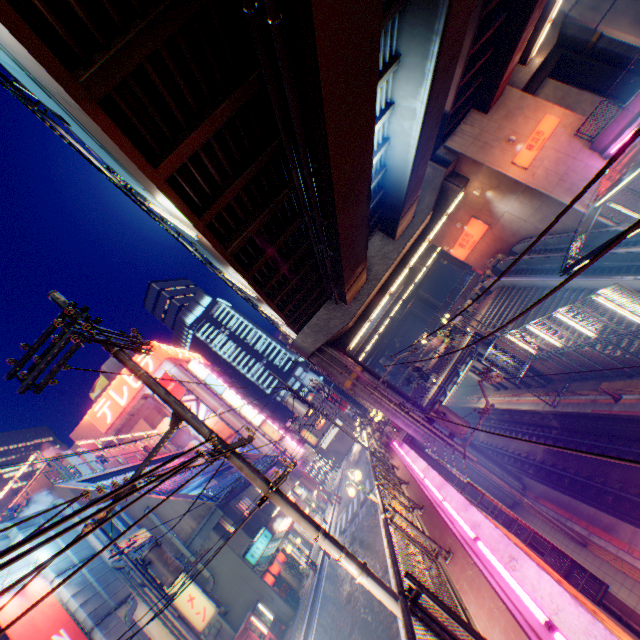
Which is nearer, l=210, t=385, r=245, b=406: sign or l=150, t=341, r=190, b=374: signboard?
l=210, t=385, r=245, b=406: sign

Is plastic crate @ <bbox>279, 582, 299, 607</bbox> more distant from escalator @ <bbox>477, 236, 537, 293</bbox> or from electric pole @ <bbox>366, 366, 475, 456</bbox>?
escalator @ <bbox>477, 236, 537, 293</bbox>

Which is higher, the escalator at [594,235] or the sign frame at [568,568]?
the escalator at [594,235]

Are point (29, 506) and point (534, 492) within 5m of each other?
no

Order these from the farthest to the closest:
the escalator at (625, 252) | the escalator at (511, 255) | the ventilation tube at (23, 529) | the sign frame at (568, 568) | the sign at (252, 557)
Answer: the escalator at (511, 255) < the sign at (252, 557) < the escalator at (625, 252) < the ventilation tube at (23, 529) < the sign frame at (568, 568)

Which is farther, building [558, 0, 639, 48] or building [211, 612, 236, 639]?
building [558, 0, 639, 48]

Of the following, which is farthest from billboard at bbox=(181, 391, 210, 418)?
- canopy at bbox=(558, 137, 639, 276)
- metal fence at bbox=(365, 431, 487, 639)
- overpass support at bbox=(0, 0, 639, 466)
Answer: canopy at bbox=(558, 137, 639, 276)

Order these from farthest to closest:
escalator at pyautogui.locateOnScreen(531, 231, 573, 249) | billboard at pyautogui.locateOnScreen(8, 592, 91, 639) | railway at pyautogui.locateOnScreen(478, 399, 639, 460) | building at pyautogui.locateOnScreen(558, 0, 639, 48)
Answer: building at pyautogui.locateOnScreen(558, 0, 639, 48) < escalator at pyautogui.locateOnScreen(531, 231, 573, 249) < railway at pyautogui.locateOnScreen(478, 399, 639, 460) < billboard at pyautogui.locateOnScreen(8, 592, 91, 639)
